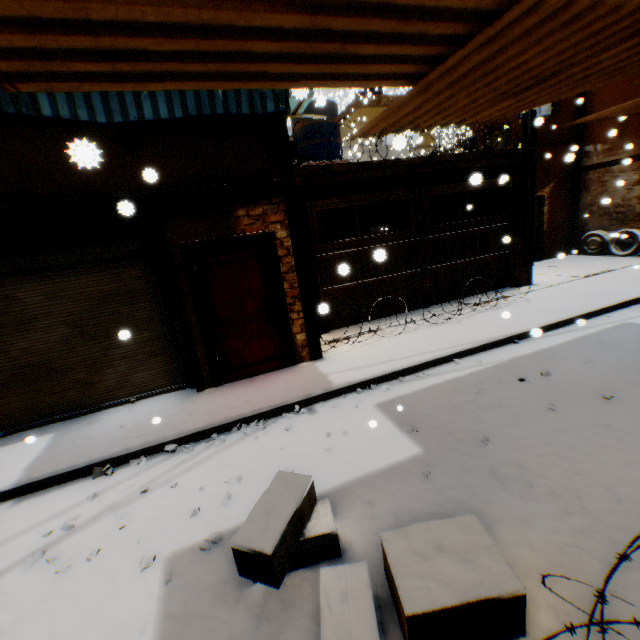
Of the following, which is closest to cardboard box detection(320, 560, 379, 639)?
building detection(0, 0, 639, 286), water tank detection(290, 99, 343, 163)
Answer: building detection(0, 0, 639, 286)

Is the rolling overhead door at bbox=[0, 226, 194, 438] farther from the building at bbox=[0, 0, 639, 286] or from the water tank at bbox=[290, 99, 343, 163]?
the water tank at bbox=[290, 99, 343, 163]

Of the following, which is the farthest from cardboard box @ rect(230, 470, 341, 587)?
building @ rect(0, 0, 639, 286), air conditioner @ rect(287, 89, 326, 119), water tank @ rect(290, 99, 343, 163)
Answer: air conditioner @ rect(287, 89, 326, 119)

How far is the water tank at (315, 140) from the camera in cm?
1016

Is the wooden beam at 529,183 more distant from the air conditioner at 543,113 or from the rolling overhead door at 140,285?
the air conditioner at 543,113

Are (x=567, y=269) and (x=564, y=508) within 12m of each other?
yes

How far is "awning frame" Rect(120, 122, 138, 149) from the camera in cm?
452
